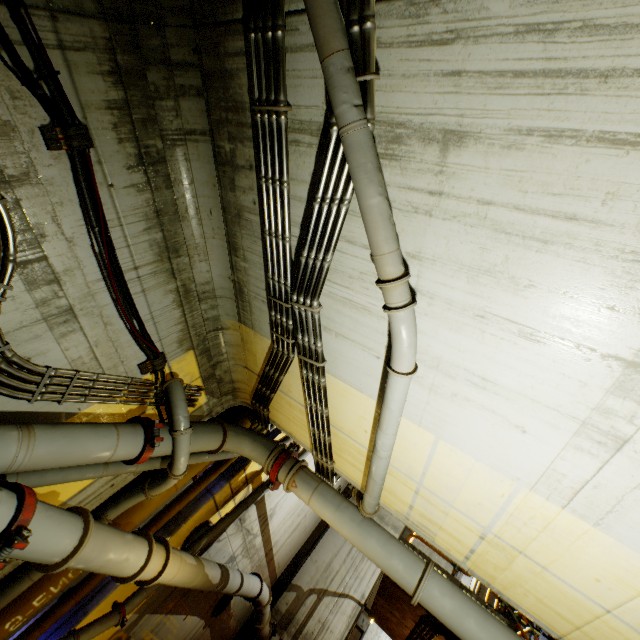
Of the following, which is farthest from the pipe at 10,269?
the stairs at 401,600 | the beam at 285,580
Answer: the beam at 285,580

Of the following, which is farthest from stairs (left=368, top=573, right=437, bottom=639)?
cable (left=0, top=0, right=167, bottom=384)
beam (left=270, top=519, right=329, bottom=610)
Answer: cable (left=0, top=0, right=167, bottom=384)

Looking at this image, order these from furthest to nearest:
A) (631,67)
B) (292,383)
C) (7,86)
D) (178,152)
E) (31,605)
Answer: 1. (292,383)
2. (31,605)
3. (178,152)
4. (7,86)
5. (631,67)

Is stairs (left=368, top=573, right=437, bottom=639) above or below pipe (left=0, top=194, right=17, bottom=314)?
above

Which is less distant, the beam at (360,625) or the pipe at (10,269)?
the pipe at (10,269)

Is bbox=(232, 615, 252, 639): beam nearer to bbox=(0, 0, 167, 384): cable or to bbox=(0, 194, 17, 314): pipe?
bbox=(0, 194, 17, 314): pipe

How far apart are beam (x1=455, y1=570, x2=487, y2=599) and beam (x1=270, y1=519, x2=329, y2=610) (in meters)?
5.62

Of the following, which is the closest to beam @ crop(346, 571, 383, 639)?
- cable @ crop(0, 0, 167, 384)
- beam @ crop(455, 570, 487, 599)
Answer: beam @ crop(455, 570, 487, 599)
